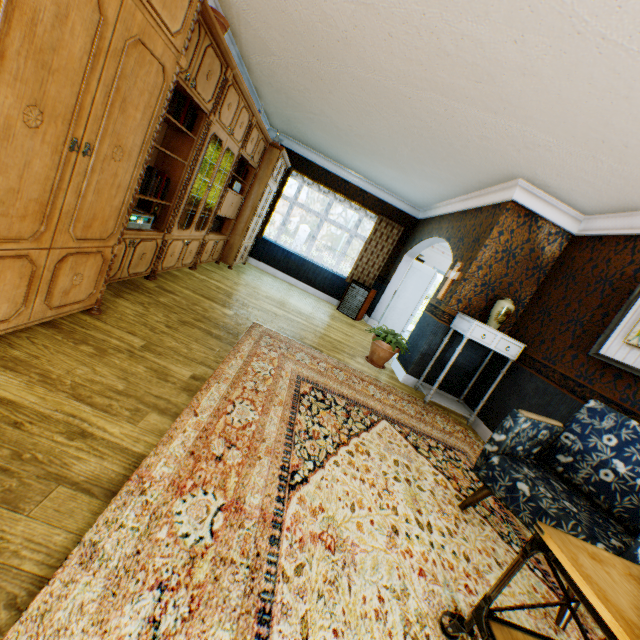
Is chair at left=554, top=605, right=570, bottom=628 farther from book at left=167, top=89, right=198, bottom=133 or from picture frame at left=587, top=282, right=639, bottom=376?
book at left=167, top=89, right=198, bottom=133

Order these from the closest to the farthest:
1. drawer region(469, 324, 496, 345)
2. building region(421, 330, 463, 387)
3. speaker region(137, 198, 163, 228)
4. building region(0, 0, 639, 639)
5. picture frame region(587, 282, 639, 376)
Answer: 1. building region(0, 0, 639, 639)
2. picture frame region(587, 282, 639, 376)
3. speaker region(137, 198, 163, 228)
4. drawer region(469, 324, 496, 345)
5. building region(421, 330, 463, 387)

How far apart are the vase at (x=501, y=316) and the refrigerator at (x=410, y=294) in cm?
401

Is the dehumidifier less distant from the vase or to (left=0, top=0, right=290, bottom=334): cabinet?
(left=0, top=0, right=290, bottom=334): cabinet

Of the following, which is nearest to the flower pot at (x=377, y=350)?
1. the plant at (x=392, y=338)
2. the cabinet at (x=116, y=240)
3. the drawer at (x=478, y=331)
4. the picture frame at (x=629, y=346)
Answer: the plant at (x=392, y=338)

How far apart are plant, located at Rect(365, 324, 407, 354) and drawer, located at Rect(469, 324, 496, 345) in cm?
105

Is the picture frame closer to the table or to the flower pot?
the table

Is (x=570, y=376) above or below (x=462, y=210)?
below
